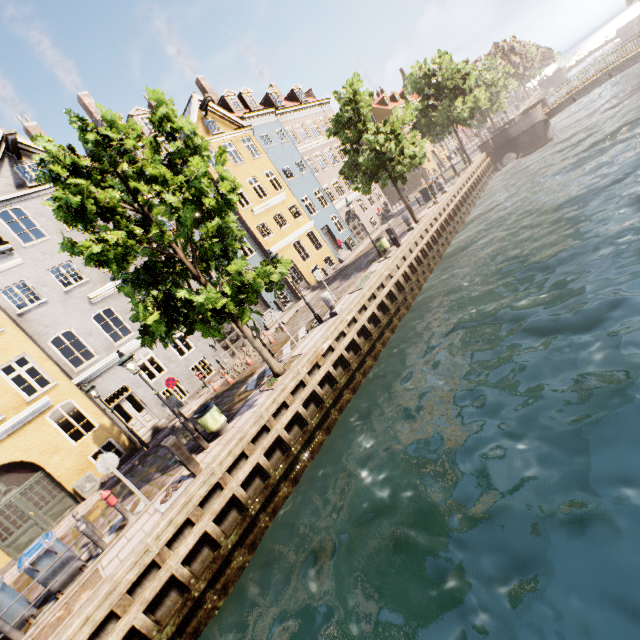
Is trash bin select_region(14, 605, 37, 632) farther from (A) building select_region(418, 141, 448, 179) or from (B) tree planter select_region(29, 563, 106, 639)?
(A) building select_region(418, 141, 448, 179)

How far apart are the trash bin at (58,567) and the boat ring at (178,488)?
A: 2.1 meters

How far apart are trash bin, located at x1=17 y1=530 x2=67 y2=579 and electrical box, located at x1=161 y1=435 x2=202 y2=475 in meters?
3.2

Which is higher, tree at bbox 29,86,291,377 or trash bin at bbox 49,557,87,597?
tree at bbox 29,86,291,377

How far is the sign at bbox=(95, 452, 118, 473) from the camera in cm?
867

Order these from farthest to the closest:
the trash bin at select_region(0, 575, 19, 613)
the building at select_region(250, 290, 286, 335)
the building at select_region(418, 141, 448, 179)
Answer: the building at select_region(418, 141, 448, 179) → the building at select_region(250, 290, 286, 335) → the trash bin at select_region(0, 575, 19, 613)

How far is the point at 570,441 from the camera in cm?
602

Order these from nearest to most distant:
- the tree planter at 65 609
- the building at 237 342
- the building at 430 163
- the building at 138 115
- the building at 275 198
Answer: the tree planter at 65 609
the building at 237 342
the building at 138 115
the building at 275 198
the building at 430 163
